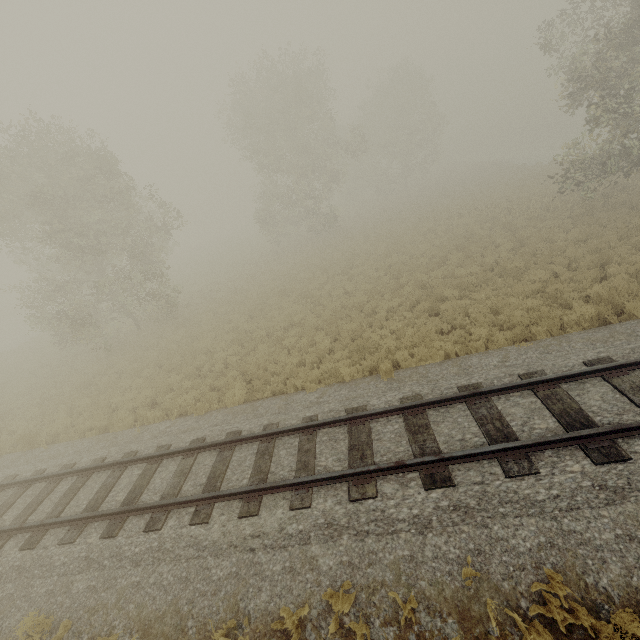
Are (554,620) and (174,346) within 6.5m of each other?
no
